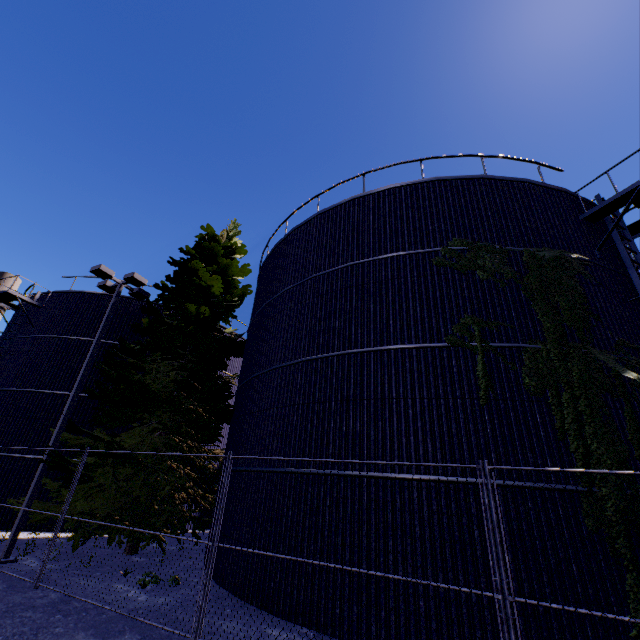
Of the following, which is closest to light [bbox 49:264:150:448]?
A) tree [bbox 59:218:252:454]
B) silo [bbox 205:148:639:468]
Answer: tree [bbox 59:218:252:454]

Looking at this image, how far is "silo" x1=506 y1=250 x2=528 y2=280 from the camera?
8.93m

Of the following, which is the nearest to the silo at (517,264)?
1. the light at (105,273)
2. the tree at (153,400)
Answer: the tree at (153,400)

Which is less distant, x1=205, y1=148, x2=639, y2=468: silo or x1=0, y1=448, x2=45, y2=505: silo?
x1=205, y1=148, x2=639, y2=468: silo

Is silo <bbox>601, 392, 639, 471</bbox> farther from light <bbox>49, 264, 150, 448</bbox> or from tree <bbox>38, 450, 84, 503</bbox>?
light <bbox>49, 264, 150, 448</bbox>

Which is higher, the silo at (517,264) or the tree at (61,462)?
the silo at (517,264)

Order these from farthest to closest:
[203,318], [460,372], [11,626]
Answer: [203,318], [460,372], [11,626]

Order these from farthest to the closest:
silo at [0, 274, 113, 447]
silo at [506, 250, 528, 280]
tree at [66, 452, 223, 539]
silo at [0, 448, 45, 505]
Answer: silo at [0, 274, 113, 447]
silo at [0, 448, 45, 505]
tree at [66, 452, 223, 539]
silo at [506, 250, 528, 280]
